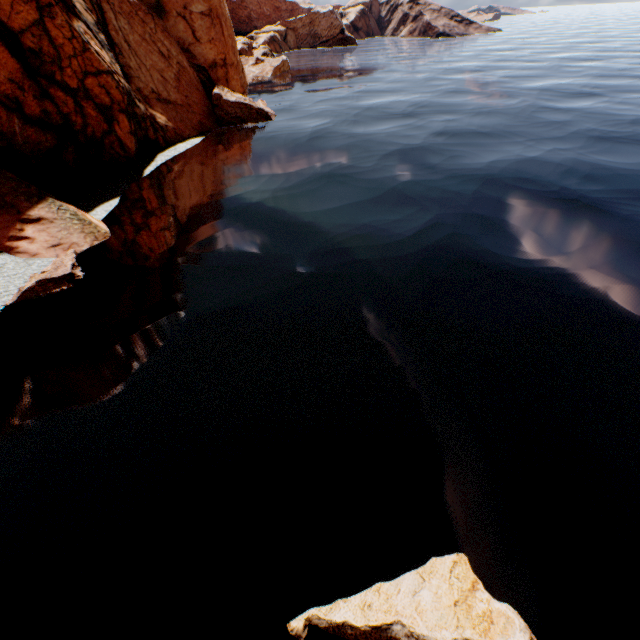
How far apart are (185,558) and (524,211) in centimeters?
1825cm

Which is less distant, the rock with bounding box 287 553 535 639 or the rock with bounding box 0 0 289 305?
the rock with bounding box 287 553 535 639

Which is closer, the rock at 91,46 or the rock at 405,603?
the rock at 405,603
